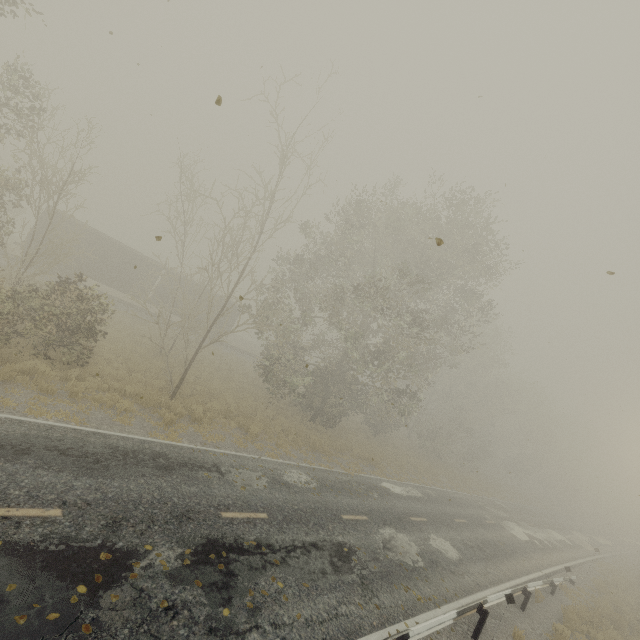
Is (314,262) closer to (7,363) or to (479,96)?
(7,363)

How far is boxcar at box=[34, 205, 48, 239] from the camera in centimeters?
2402cm

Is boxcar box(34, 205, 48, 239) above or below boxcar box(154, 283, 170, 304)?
above

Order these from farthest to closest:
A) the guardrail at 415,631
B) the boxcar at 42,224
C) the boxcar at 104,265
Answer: the boxcar at 104,265, the boxcar at 42,224, the guardrail at 415,631

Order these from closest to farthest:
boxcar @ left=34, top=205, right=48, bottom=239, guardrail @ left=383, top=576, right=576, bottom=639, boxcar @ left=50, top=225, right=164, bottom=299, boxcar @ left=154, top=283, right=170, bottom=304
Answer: guardrail @ left=383, top=576, right=576, bottom=639 → boxcar @ left=34, top=205, right=48, bottom=239 → boxcar @ left=50, top=225, right=164, bottom=299 → boxcar @ left=154, top=283, right=170, bottom=304

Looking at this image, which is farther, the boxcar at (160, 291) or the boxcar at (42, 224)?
the boxcar at (160, 291)

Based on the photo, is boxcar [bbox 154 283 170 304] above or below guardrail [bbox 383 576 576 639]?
above
